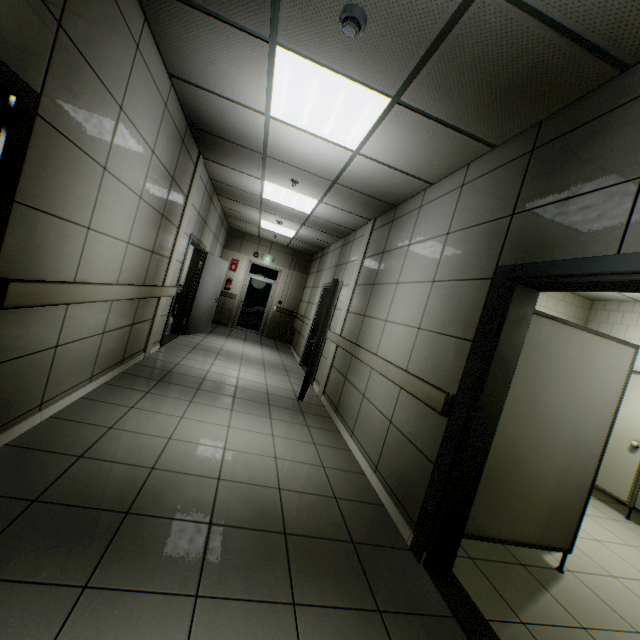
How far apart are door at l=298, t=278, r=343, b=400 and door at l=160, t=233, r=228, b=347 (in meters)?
2.64

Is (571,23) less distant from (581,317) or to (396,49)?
(396,49)

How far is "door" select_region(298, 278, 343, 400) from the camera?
5.1 meters

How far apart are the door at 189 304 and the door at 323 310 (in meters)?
2.64

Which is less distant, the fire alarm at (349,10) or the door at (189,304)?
the fire alarm at (349,10)

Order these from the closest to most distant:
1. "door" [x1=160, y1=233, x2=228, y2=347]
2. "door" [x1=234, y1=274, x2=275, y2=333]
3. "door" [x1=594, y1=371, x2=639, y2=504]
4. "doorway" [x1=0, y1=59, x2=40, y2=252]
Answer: "doorway" [x1=0, y1=59, x2=40, y2=252]
"door" [x1=594, y1=371, x2=639, y2=504]
"door" [x1=160, y1=233, x2=228, y2=347]
"door" [x1=234, y1=274, x2=275, y2=333]

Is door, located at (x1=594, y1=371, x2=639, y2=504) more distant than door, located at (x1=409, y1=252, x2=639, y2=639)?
Yes

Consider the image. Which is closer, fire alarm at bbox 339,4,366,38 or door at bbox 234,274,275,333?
fire alarm at bbox 339,4,366,38
